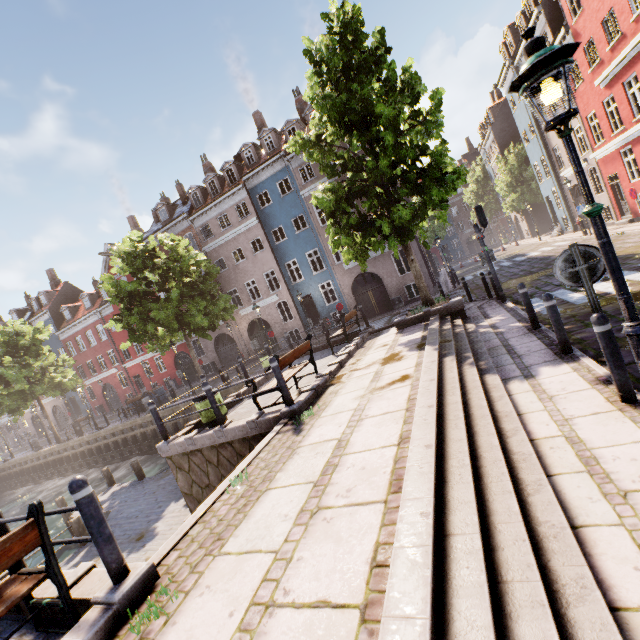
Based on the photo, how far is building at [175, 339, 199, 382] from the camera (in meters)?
31.34

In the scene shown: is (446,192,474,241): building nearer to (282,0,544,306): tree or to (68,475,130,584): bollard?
(282,0,544,306): tree

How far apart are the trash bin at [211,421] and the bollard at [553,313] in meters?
7.8

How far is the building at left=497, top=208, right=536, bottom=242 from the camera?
37.2 meters

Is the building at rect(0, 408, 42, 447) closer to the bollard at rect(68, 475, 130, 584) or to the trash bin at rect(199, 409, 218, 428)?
the trash bin at rect(199, 409, 218, 428)

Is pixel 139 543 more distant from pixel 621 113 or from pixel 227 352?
pixel 621 113

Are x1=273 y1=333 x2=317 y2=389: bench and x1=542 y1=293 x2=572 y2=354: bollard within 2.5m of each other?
no

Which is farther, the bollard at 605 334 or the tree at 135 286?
the tree at 135 286
